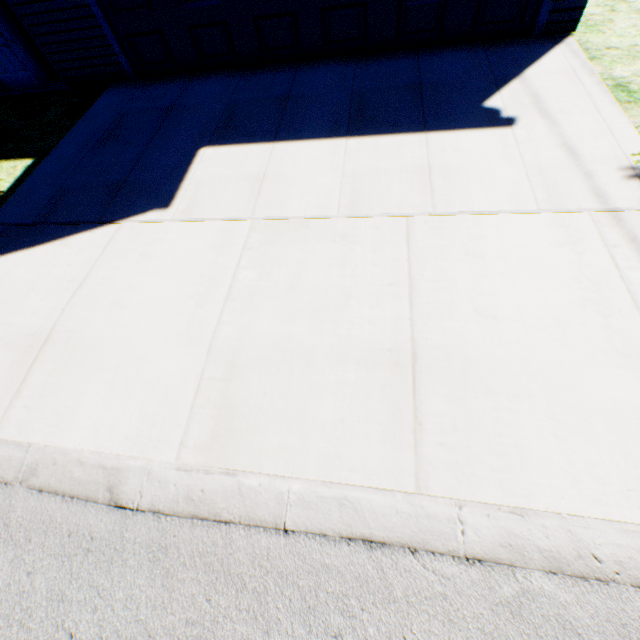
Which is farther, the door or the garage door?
the door

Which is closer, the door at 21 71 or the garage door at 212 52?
the garage door at 212 52

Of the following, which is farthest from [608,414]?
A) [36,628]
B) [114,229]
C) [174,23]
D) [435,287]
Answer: [174,23]
